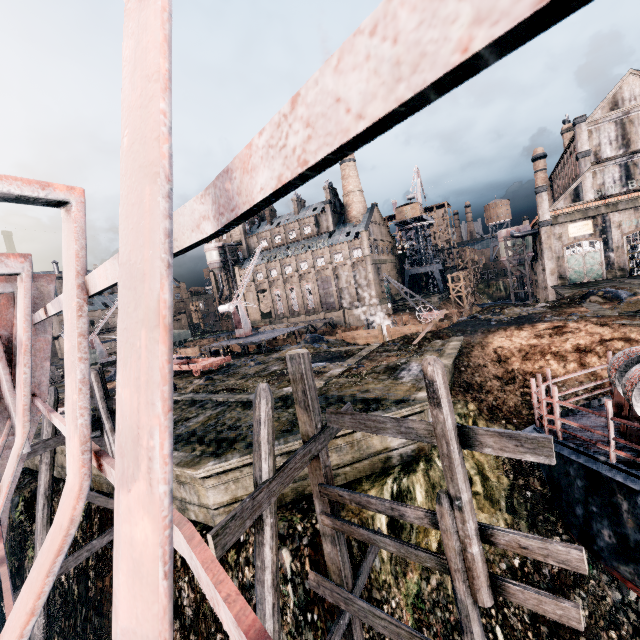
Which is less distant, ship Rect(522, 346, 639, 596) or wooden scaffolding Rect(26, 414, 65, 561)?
ship Rect(522, 346, 639, 596)

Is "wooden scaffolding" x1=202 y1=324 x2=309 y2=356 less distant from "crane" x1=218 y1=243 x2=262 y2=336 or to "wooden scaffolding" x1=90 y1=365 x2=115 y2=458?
"crane" x1=218 y1=243 x2=262 y2=336

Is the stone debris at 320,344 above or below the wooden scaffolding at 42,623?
above

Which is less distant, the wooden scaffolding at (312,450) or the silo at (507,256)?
the wooden scaffolding at (312,450)

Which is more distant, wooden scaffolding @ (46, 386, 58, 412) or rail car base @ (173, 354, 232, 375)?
rail car base @ (173, 354, 232, 375)

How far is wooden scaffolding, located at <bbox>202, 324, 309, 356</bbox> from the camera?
32.7m

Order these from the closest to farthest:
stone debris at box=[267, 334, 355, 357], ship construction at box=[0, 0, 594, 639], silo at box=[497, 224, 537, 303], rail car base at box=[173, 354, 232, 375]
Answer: ship construction at box=[0, 0, 594, 639] < rail car base at box=[173, 354, 232, 375] < stone debris at box=[267, 334, 355, 357] < silo at box=[497, 224, 537, 303]

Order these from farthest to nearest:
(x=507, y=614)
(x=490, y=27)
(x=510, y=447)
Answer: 1. (x=507, y=614)
2. (x=510, y=447)
3. (x=490, y=27)
